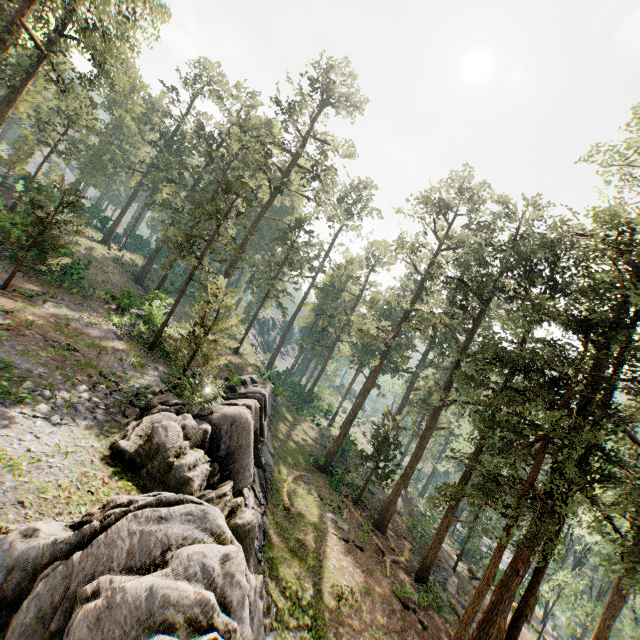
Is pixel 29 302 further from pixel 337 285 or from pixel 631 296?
pixel 337 285

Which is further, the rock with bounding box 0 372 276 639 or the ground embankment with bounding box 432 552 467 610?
the ground embankment with bounding box 432 552 467 610

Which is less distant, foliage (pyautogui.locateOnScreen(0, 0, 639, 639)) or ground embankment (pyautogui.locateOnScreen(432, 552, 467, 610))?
foliage (pyautogui.locateOnScreen(0, 0, 639, 639))

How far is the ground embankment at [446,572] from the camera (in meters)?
23.16

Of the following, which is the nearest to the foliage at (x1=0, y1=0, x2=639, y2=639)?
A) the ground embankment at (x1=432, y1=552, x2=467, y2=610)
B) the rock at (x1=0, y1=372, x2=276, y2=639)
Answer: the ground embankment at (x1=432, y1=552, x2=467, y2=610)

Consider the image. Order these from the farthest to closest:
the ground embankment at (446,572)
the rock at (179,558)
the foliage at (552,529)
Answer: the ground embankment at (446,572), the foliage at (552,529), the rock at (179,558)

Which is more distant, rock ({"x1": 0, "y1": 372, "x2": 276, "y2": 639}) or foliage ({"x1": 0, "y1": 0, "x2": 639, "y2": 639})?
foliage ({"x1": 0, "y1": 0, "x2": 639, "y2": 639})
